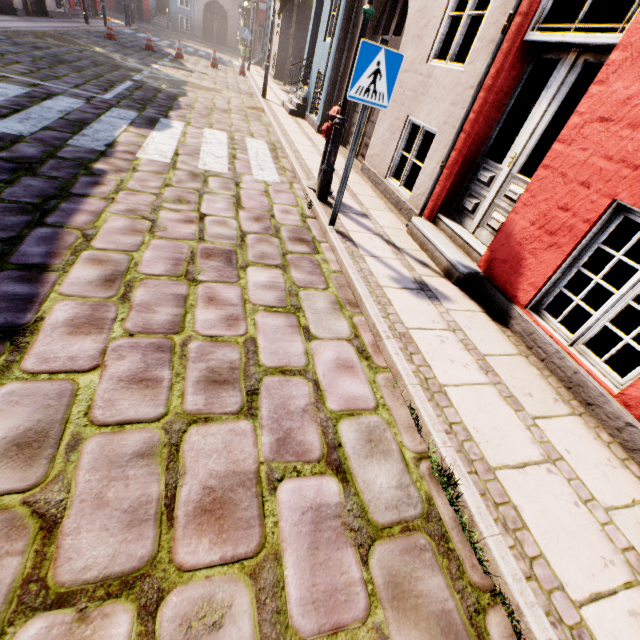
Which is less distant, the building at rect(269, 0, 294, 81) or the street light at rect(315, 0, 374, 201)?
the street light at rect(315, 0, 374, 201)

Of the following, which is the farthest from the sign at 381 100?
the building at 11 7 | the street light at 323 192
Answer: the building at 11 7

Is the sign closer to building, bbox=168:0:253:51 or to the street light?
the street light

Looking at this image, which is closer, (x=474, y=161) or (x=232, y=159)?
(x=474, y=161)

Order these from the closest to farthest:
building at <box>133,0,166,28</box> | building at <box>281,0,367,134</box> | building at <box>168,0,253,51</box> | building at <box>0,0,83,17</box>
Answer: building at <box>281,0,367,134</box>
building at <box>0,0,83,17</box>
building at <box>133,0,166,28</box>
building at <box>168,0,253,51</box>

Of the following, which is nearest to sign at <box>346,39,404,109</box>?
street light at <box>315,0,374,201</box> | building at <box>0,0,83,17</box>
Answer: street light at <box>315,0,374,201</box>

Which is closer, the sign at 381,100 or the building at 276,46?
the sign at 381,100

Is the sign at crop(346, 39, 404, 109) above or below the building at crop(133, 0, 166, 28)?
above
